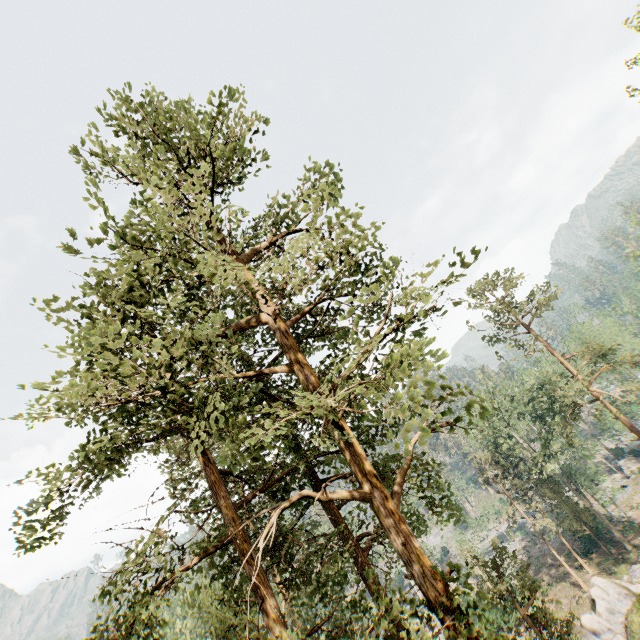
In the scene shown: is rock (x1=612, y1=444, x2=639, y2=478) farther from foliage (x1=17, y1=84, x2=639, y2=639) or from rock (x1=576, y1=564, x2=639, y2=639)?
rock (x1=576, y1=564, x2=639, y2=639)

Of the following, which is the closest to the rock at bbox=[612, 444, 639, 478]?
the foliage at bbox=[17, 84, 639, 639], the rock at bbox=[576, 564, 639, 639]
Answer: the foliage at bbox=[17, 84, 639, 639]

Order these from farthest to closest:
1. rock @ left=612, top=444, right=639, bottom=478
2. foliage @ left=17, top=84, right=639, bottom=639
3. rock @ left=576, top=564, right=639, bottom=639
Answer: rock @ left=612, top=444, right=639, bottom=478
rock @ left=576, top=564, right=639, bottom=639
foliage @ left=17, top=84, right=639, bottom=639

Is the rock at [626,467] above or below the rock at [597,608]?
below

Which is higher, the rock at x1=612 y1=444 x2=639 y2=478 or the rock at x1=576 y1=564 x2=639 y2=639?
the rock at x1=576 y1=564 x2=639 y2=639

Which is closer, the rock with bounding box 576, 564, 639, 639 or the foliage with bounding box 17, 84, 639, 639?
the foliage with bounding box 17, 84, 639, 639

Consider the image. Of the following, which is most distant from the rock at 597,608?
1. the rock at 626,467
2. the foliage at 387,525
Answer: the rock at 626,467

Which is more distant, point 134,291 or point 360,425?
point 360,425
